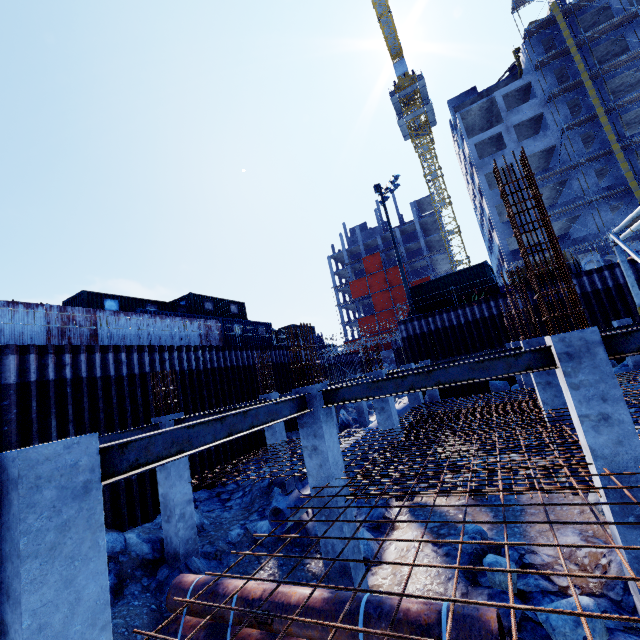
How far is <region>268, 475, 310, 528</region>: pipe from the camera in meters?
9.1

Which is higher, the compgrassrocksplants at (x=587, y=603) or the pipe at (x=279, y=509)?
the pipe at (x=279, y=509)

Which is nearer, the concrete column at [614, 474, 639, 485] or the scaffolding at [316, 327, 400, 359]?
the concrete column at [614, 474, 639, 485]

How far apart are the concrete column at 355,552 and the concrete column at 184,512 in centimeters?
436cm

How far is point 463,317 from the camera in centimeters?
2175cm

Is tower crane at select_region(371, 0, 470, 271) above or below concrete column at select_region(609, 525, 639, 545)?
above

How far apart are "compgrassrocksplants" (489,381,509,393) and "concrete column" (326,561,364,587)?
15.3m

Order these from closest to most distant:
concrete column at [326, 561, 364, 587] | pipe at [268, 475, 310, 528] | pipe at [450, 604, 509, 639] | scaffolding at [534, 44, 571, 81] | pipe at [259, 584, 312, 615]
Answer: pipe at [450, 604, 509, 639] < pipe at [259, 584, 312, 615] < concrete column at [326, 561, 364, 587] < pipe at [268, 475, 310, 528] < scaffolding at [534, 44, 571, 81]
